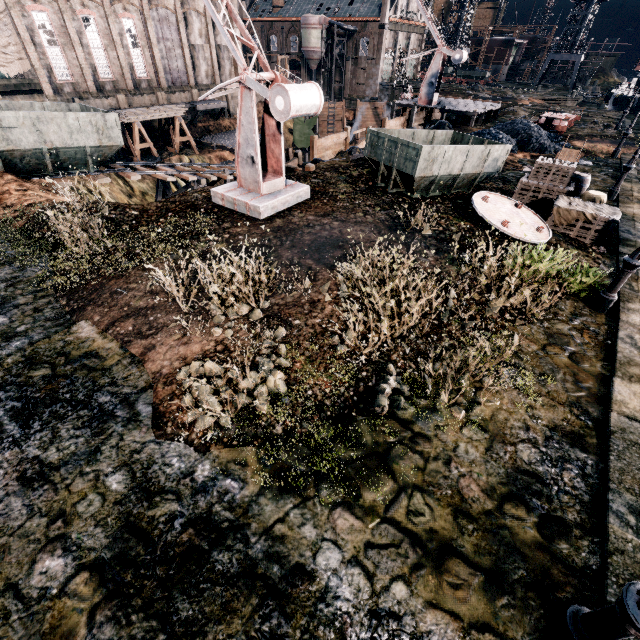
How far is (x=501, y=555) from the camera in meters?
4.6 m

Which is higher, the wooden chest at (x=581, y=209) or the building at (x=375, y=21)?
the building at (x=375, y=21)

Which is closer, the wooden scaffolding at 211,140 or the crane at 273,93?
the crane at 273,93

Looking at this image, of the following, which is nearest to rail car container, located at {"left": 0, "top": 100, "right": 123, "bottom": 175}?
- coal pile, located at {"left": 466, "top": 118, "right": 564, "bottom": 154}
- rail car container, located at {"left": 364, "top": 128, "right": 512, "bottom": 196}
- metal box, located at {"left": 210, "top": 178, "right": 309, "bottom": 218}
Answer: metal box, located at {"left": 210, "top": 178, "right": 309, "bottom": 218}

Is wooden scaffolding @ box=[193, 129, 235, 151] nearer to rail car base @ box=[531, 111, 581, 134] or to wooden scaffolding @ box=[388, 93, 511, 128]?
wooden scaffolding @ box=[388, 93, 511, 128]

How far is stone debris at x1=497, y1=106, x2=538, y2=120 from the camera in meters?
34.7 m

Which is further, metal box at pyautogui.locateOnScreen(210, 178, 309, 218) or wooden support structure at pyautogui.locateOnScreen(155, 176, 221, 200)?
wooden support structure at pyautogui.locateOnScreen(155, 176, 221, 200)

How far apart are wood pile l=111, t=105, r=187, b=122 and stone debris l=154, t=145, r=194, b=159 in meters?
3.5 m
